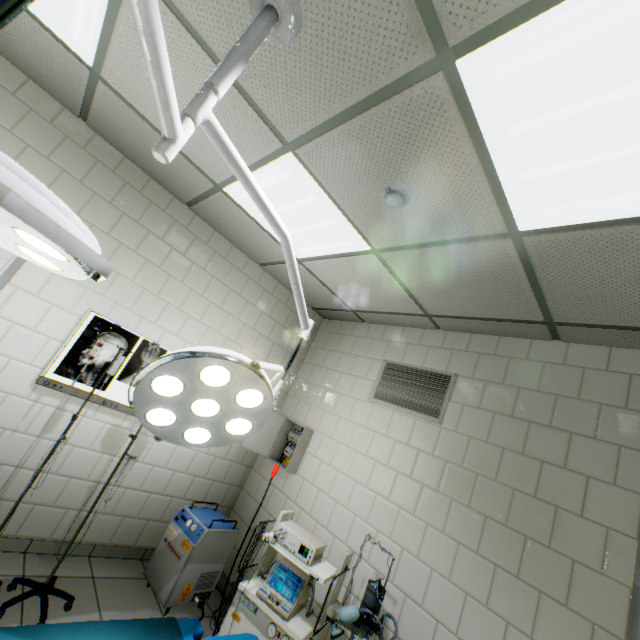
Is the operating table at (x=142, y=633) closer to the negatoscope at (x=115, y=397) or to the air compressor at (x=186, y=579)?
the air compressor at (x=186, y=579)

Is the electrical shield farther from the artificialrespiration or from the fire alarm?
the fire alarm

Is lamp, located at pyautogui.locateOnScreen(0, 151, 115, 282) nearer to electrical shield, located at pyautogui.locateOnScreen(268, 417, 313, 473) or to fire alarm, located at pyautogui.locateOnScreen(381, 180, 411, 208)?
fire alarm, located at pyautogui.locateOnScreen(381, 180, 411, 208)

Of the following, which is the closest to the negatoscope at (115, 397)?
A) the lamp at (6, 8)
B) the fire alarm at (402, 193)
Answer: the lamp at (6, 8)

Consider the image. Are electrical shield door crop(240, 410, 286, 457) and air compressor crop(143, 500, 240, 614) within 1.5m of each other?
yes

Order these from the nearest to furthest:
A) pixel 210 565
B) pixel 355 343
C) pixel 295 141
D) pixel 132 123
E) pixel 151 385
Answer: pixel 151 385 → pixel 295 141 → pixel 132 123 → pixel 210 565 → pixel 355 343

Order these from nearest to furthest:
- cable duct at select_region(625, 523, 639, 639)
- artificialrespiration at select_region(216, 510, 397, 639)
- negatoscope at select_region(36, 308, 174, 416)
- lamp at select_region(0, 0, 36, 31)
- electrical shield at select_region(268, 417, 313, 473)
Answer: lamp at select_region(0, 0, 36, 31) → cable duct at select_region(625, 523, 639, 639) → artificialrespiration at select_region(216, 510, 397, 639) → negatoscope at select_region(36, 308, 174, 416) → electrical shield at select_region(268, 417, 313, 473)

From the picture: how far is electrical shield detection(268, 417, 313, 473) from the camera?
3.5 meters
